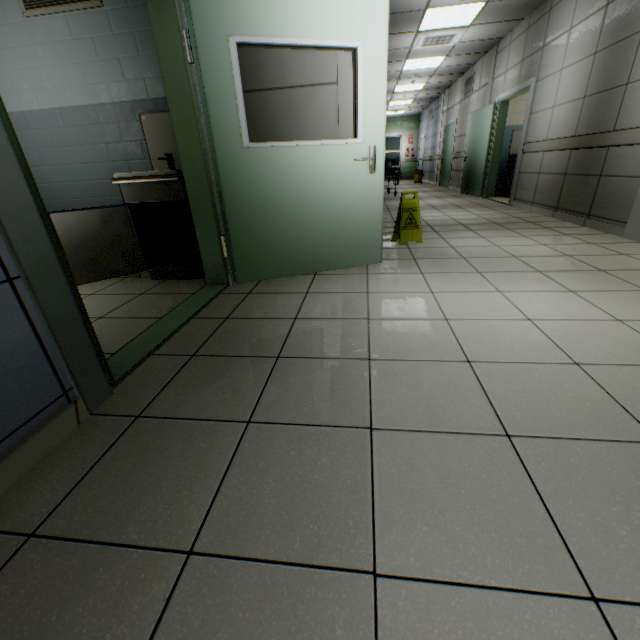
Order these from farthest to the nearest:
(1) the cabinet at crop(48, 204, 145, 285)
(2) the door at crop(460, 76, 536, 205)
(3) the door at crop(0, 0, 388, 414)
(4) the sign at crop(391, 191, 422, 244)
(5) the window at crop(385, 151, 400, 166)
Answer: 1. (5) the window at crop(385, 151, 400, 166)
2. (2) the door at crop(460, 76, 536, 205)
3. (4) the sign at crop(391, 191, 422, 244)
4. (1) the cabinet at crop(48, 204, 145, 285)
5. (3) the door at crop(0, 0, 388, 414)

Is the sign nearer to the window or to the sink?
the sink

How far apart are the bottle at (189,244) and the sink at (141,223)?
0.04m

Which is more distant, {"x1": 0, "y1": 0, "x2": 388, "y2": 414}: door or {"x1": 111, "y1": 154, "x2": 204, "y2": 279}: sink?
{"x1": 111, "y1": 154, "x2": 204, "y2": 279}: sink

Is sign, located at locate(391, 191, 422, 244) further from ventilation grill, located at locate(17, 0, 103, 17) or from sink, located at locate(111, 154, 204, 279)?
ventilation grill, located at locate(17, 0, 103, 17)

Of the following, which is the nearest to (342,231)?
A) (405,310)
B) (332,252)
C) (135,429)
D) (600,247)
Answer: (332,252)

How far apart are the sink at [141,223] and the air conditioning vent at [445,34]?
6.3 meters

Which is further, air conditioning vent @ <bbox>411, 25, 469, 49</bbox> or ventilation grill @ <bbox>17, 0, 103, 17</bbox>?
air conditioning vent @ <bbox>411, 25, 469, 49</bbox>
